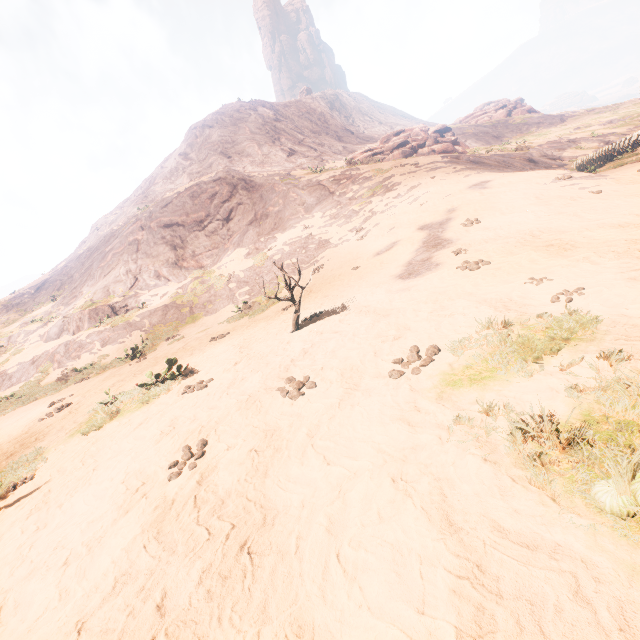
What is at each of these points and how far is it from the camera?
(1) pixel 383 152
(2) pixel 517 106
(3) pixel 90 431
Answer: (1) rock, 31.7m
(2) rock, 59.4m
(3) z, 6.9m

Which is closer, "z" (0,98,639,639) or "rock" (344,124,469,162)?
"z" (0,98,639,639)

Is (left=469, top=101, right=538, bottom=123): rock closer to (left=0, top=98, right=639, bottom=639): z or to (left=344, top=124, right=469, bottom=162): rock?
(left=0, top=98, right=639, bottom=639): z

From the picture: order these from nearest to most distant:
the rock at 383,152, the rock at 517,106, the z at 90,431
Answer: the z at 90,431
the rock at 383,152
the rock at 517,106

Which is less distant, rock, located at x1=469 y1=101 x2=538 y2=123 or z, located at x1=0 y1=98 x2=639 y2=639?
z, located at x1=0 y1=98 x2=639 y2=639

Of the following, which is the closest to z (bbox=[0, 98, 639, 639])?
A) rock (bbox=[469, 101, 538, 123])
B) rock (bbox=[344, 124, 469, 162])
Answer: rock (bbox=[469, 101, 538, 123])

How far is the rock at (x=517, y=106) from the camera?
57.34m
